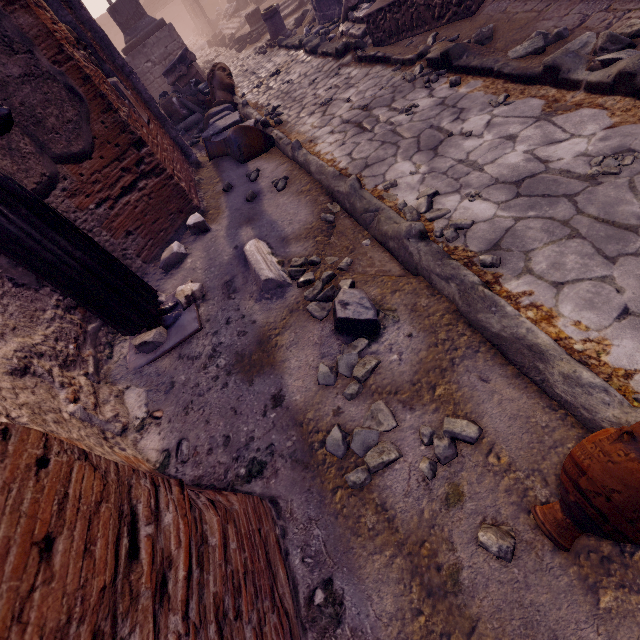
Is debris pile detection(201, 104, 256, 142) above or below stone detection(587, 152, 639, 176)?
above

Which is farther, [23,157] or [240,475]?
[23,157]

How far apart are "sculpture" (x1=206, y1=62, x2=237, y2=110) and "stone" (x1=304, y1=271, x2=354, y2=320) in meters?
7.0 m

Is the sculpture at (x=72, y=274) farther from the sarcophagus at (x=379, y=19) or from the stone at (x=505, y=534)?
the sarcophagus at (x=379, y=19)

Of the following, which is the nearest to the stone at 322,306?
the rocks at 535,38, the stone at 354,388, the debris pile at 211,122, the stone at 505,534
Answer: the stone at 354,388

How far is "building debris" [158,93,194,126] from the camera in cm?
910

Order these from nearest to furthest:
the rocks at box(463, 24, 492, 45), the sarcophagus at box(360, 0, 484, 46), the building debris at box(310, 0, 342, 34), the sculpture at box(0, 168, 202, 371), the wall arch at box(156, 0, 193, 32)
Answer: the sculpture at box(0, 168, 202, 371) → the rocks at box(463, 24, 492, 45) → the sarcophagus at box(360, 0, 484, 46) → the building debris at box(310, 0, 342, 34) → the wall arch at box(156, 0, 193, 32)

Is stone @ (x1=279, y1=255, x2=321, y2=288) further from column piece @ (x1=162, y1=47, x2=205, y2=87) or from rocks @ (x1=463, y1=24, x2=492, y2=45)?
column piece @ (x1=162, y1=47, x2=205, y2=87)
